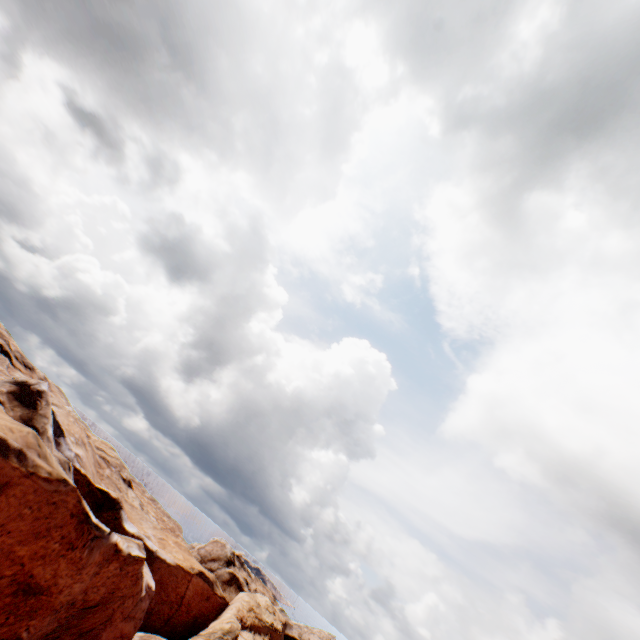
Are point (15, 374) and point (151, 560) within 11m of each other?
no
